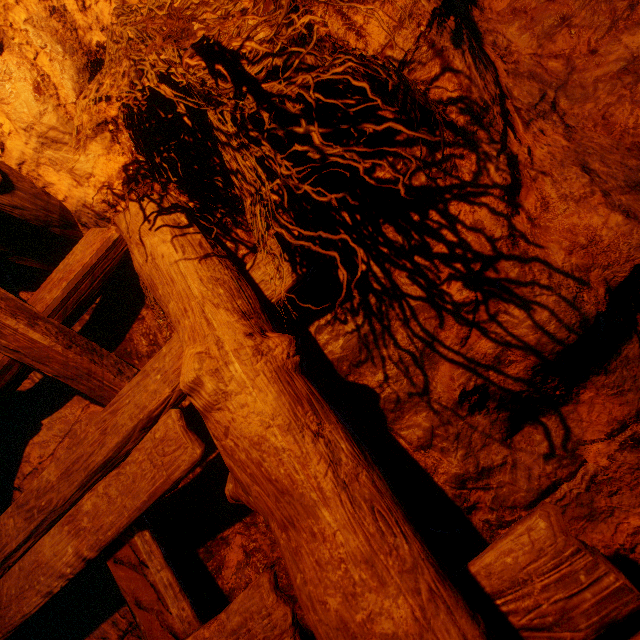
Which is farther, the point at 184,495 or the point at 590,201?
the point at 184,495
